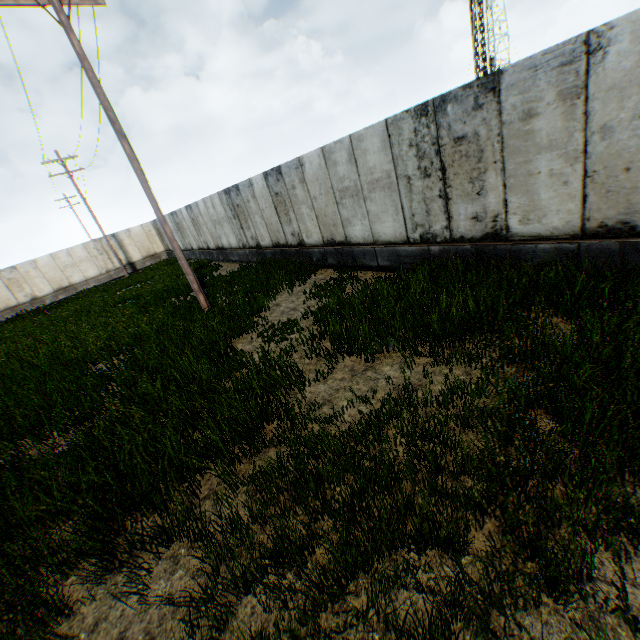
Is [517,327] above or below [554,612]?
above
